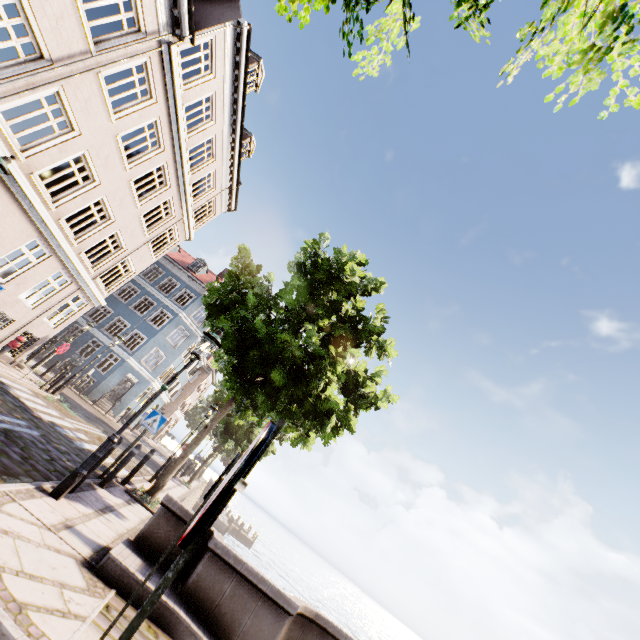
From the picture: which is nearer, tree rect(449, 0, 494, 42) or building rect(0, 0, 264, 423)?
tree rect(449, 0, 494, 42)

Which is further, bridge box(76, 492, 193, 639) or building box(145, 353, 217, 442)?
building box(145, 353, 217, 442)

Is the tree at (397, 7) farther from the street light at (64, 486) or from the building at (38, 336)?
the building at (38, 336)

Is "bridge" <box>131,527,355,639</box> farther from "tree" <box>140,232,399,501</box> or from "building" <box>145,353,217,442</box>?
"building" <box>145,353,217,442</box>

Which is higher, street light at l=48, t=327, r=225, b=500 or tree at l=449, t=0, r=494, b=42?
tree at l=449, t=0, r=494, b=42

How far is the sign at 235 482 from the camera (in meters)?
1.05

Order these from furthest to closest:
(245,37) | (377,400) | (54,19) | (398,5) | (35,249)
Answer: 1. (245,37)
2. (377,400)
3. (35,249)
4. (54,19)
5. (398,5)

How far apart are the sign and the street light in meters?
5.3
